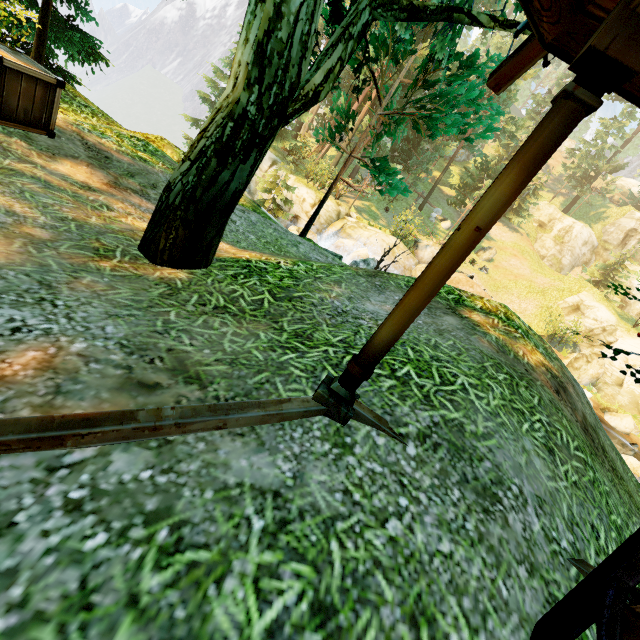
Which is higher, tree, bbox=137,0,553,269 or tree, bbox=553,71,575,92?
tree, bbox=553,71,575,92

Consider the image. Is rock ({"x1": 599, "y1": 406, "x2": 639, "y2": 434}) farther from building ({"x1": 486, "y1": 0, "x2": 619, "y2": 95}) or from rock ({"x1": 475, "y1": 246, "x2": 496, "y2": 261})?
building ({"x1": 486, "y1": 0, "x2": 619, "y2": 95})

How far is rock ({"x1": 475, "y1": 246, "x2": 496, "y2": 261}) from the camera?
31.62m

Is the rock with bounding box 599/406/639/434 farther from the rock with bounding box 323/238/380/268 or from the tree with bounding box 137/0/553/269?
the rock with bounding box 323/238/380/268

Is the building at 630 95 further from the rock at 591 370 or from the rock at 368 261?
the rock at 591 370

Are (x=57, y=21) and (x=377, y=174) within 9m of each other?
no

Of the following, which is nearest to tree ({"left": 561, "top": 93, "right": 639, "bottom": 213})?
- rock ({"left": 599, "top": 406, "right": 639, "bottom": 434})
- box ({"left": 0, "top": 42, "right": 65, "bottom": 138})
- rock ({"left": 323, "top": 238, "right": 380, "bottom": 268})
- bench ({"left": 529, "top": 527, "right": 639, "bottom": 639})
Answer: box ({"left": 0, "top": 42, "right": 65, "bottom": 138})

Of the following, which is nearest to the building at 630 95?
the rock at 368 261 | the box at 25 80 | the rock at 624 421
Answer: the box at 25 80
